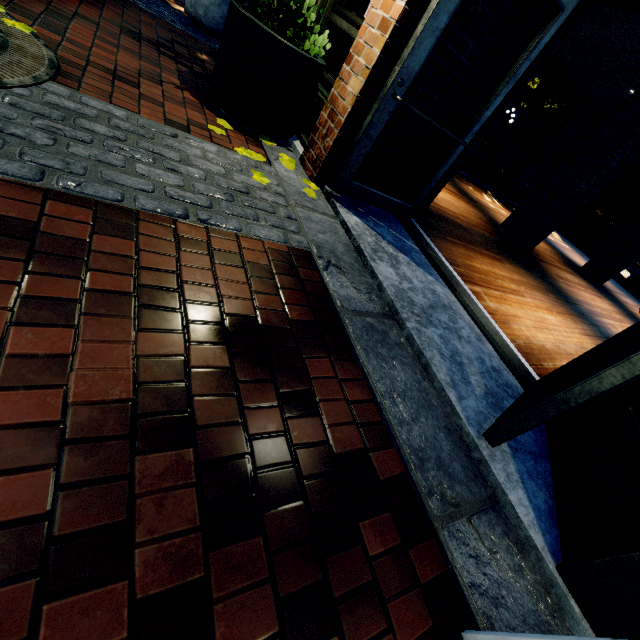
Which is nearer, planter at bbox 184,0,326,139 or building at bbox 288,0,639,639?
building at bbox 288,0,639,639

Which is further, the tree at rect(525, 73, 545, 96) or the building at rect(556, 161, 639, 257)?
the building at rect(556, 161, 639, 257)

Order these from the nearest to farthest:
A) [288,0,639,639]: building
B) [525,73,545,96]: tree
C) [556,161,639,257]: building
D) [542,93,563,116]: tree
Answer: [288,0,639,639]: building → [525,73,545,96]: tree → [542,93,563,116]: tree → [556,161,639,257]: building

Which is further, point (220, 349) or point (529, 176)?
point (529, 176)

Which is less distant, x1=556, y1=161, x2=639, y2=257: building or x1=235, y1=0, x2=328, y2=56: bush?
x1=235, y1=0, x2=328, y2=56: bush

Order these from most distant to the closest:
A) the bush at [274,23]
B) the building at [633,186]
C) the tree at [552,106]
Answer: the building at [633,186] → the tree at [552,106] → the bush at [274,23]

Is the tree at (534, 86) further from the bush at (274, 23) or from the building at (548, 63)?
the bush at (274, 23)

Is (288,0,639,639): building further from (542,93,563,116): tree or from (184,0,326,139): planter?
(184,0,326,139): planter
